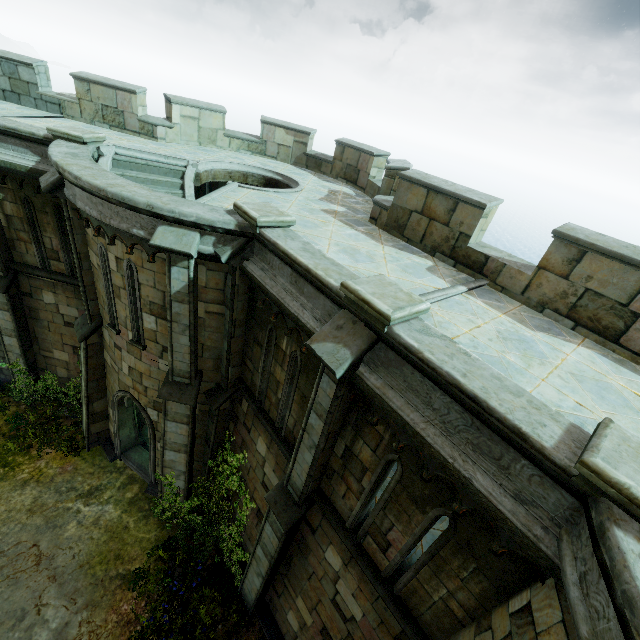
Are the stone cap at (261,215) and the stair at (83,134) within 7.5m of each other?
yes

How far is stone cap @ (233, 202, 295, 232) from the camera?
6.12m

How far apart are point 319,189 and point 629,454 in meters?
10.5 m

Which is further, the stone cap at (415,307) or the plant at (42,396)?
the plant at (42,396)

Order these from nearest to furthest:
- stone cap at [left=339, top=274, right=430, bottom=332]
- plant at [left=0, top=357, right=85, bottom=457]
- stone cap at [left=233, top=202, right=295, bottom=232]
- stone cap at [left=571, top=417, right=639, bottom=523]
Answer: stone cap at [left=571, top=417, right=639, bottom=523] < stone cap at [left=339, top=274, right=430, bottom=332] < stone cap at [left=233, top=202, right=295, bottom=232] < plant at [left=0, top=357, right=85, bottom=457]

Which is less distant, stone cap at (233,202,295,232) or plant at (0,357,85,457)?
stone cap at (233,202,295,232)

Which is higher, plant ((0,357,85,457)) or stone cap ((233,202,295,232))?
stone cap ((233,202,295,232))

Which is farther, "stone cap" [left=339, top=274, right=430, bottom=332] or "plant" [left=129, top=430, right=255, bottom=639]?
"plant" [left=129, top=430, right=255, bottom=639]
